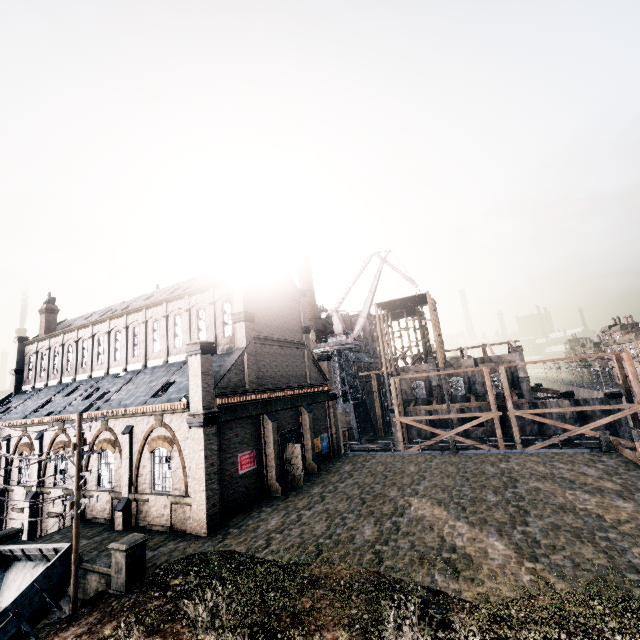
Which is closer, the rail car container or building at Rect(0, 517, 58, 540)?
the rail car container

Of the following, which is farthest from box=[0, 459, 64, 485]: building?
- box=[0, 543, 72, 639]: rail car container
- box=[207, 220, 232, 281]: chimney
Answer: box=[0, 543, 72, 639]: rail car container

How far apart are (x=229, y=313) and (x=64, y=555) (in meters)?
17.55

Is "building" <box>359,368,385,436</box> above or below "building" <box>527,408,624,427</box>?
above

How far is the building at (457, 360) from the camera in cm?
4359

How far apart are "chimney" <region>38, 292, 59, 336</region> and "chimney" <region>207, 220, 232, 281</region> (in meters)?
28.48

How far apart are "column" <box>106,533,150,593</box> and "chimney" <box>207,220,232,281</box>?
19.21m

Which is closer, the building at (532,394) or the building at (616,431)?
the building at (616,431)
